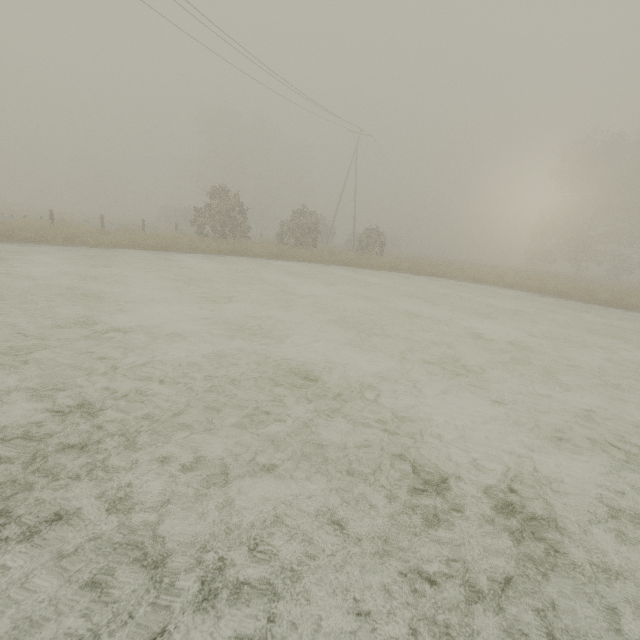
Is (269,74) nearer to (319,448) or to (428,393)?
(428,393)
